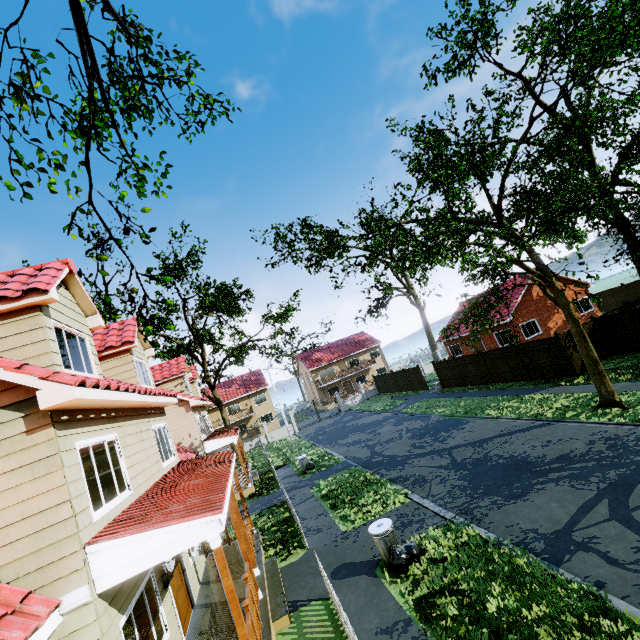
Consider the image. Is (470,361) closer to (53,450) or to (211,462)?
(211,462)

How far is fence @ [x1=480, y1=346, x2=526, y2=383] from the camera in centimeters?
2059cm

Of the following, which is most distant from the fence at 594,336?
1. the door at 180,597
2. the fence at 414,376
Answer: the door at 180,597

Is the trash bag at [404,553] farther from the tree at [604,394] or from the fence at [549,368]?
the tree at [604,394]

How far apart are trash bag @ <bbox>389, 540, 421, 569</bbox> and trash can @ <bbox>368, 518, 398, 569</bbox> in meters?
0.0

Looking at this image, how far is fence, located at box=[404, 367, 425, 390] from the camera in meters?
31.8

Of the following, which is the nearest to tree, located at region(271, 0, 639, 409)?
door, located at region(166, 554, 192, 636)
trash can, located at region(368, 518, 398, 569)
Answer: door, located at region(166, 554, 192, 636)

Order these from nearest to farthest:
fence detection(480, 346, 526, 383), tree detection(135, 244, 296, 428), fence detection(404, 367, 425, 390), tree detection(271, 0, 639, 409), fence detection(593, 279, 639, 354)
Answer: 1. tree detection(135, 244, 296, 428)
2. tree detection(271, 0, 639, 409)
3. fence detection(593, 279, 639, 354)
4. fence detection(480, 346, 526, 383)
5. fence detection(404, 367, 425, 390)
